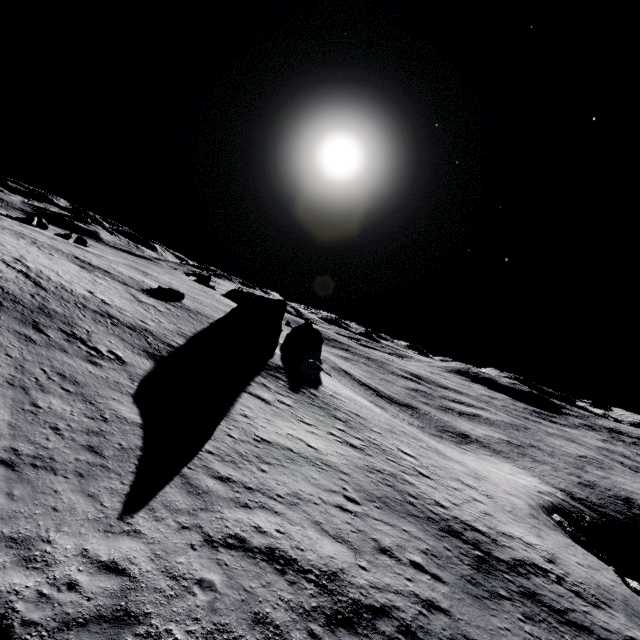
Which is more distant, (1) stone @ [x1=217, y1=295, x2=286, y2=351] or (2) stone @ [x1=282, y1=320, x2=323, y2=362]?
(2) stone @ [x1=282, y1=320, x2=323, y2=362]

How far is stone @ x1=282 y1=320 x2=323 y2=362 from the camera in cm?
4925

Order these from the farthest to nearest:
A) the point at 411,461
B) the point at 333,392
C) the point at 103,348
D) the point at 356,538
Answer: the point at 333,392 → the point at 411,461 → the point at 103,348 → the point at 356,538

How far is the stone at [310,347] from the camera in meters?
49.2

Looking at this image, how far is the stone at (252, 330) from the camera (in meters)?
37.25

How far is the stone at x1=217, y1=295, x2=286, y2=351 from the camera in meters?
37.2
